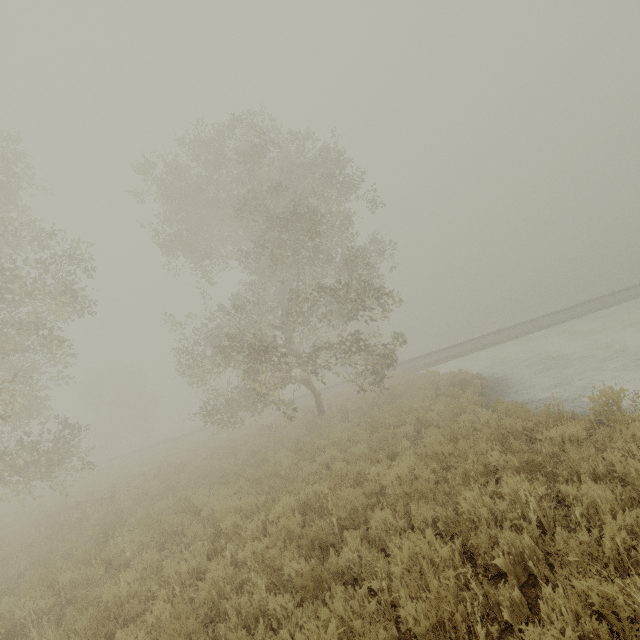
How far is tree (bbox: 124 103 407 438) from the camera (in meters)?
12.81

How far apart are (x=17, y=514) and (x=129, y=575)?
17.26m

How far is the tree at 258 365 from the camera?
12.8m
